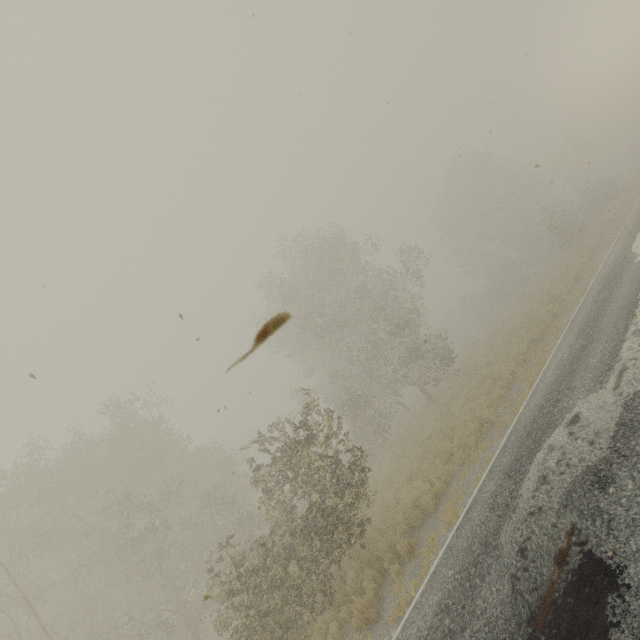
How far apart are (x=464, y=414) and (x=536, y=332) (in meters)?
5.31
